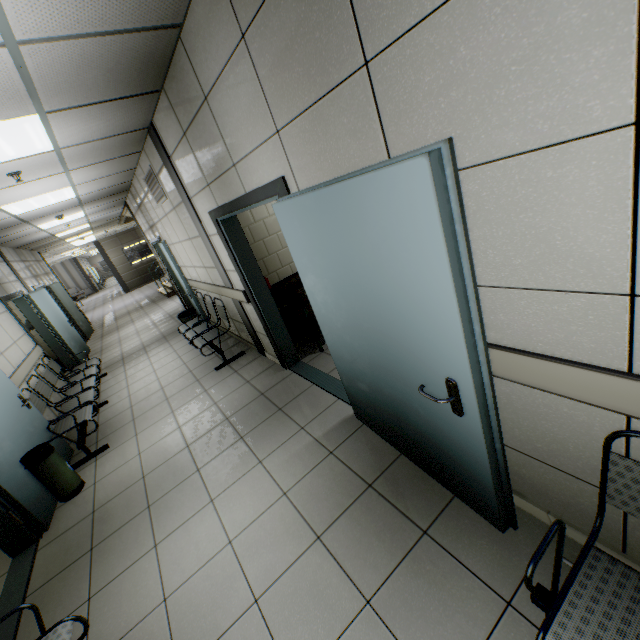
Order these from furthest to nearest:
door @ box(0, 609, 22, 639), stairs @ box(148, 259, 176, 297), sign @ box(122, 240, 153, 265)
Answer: sign @ box(122, 240, 153, 265) < stairs @ box(148, 259, 176, 297) < door @ box(0, 609, 22, 639)

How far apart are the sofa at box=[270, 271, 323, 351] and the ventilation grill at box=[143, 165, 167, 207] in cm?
217

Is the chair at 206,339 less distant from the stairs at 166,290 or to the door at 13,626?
the door at 13,626

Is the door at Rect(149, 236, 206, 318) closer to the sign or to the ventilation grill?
the ventilation grill

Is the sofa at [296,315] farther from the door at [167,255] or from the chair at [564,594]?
the chair at [564,594]

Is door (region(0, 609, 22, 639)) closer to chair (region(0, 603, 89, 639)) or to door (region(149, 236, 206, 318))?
chair (region(0, 603, 89, 639))

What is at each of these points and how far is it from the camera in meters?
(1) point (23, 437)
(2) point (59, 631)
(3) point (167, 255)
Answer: (1) door, 3.5 m
(2) chair, 1.7 m
(3) door, 6.4 m

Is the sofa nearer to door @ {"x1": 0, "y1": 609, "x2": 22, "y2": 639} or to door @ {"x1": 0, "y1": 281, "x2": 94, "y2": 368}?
door @ {"x1": 0, "y1": 609, "x2": 22, "y2": 639}
